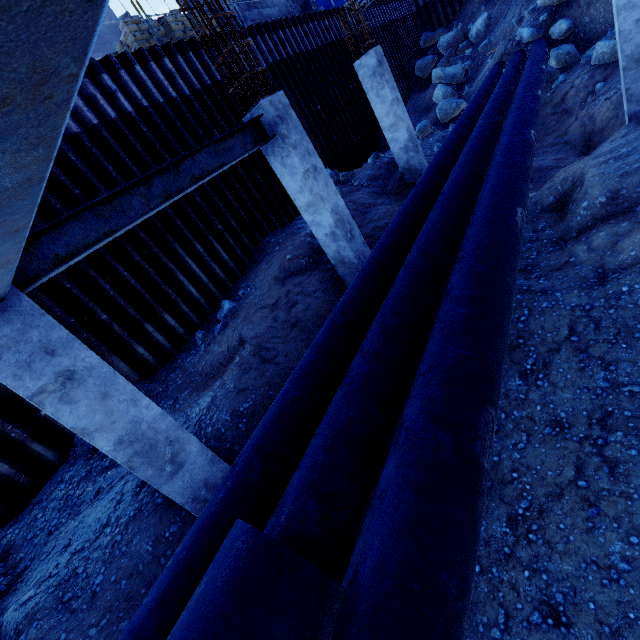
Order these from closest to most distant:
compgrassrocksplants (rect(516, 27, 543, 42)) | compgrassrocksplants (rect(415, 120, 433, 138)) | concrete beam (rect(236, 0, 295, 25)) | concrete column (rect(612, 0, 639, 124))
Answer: concrete column (rect(612, 0, 639, 124))
concrete beam (rect(236, 0, 295, 25))
compgrassrocksplants (rect(516, 27, 543, 42))
compgrassrocksplants (rect(415, 120, 433, 138))

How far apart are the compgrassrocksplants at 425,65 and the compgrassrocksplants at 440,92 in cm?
601

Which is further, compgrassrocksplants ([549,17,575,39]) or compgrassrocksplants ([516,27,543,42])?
compgrassrocksplants ([516,27,543,42])

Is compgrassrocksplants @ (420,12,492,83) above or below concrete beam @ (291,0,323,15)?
below

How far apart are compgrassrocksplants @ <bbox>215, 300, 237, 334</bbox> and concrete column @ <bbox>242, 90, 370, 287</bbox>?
2.90m

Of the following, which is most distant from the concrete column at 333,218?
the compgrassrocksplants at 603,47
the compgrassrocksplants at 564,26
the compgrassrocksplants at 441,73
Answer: the compgrassrocksplants at 441,73

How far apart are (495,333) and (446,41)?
26.3 meters

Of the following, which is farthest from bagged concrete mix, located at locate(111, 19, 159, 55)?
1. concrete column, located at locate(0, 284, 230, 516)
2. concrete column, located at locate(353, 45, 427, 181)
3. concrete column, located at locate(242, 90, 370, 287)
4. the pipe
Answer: concrete column, located at locate(0, 284, 230, 516)
